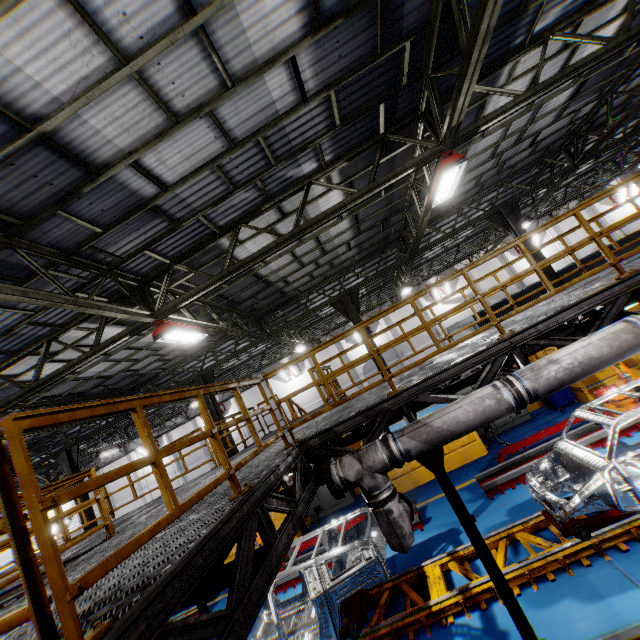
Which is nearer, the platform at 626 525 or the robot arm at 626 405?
the platform at 626 525

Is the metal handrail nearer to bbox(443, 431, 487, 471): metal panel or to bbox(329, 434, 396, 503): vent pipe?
bbox(329, 434, 396, 503): vent pipe

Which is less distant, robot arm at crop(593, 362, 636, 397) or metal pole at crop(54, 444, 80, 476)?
robot arm at crop(593, 362, 636, 397)

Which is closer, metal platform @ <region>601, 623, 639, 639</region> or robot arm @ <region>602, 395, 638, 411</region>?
metal platform @ <region>601, 623, 639, 639</region>

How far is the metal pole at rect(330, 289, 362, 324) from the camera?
14.2m

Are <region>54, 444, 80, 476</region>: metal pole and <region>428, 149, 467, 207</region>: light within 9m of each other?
no

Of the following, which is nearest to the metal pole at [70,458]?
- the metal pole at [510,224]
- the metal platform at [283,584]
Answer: the metal platform at [283,584]

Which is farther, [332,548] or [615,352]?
[332,548]
